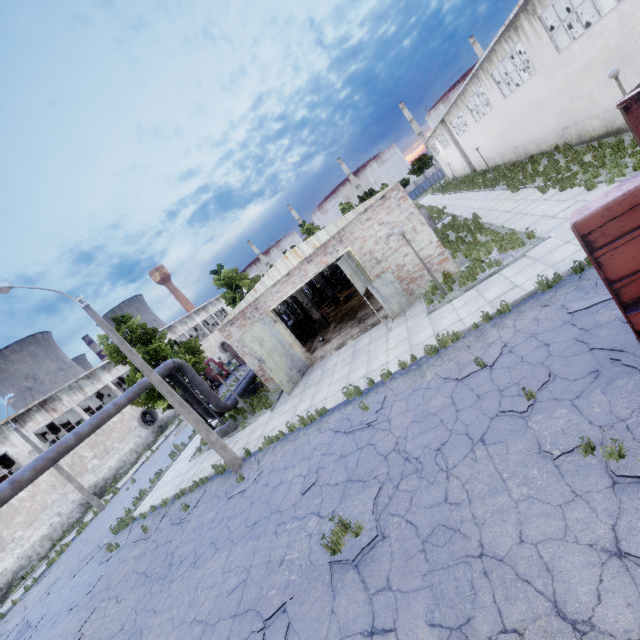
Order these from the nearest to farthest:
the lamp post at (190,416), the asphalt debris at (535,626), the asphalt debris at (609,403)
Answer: the asphalt debris at (535,626) → the asphalt debris at (609,403) → the lamp post at (190,416)

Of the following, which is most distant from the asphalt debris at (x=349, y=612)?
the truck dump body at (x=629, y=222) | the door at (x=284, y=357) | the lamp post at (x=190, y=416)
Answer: the door at (x=284, y=357)

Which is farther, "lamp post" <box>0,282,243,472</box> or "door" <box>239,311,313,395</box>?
"door" <box>239,311,313,395</box>

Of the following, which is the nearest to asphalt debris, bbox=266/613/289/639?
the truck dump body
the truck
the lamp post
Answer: the truck dump body

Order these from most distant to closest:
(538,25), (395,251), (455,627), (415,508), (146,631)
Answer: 1. (538,25)
2. (395,251)
3. (146,631)
4. (415,508)
5. (455,627)

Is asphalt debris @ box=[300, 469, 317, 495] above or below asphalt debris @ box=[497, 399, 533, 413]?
below

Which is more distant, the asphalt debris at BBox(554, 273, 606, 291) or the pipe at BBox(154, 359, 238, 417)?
the pipe at BBox(154, 359, 238, 417)

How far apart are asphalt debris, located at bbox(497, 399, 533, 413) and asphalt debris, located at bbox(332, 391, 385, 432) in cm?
348
